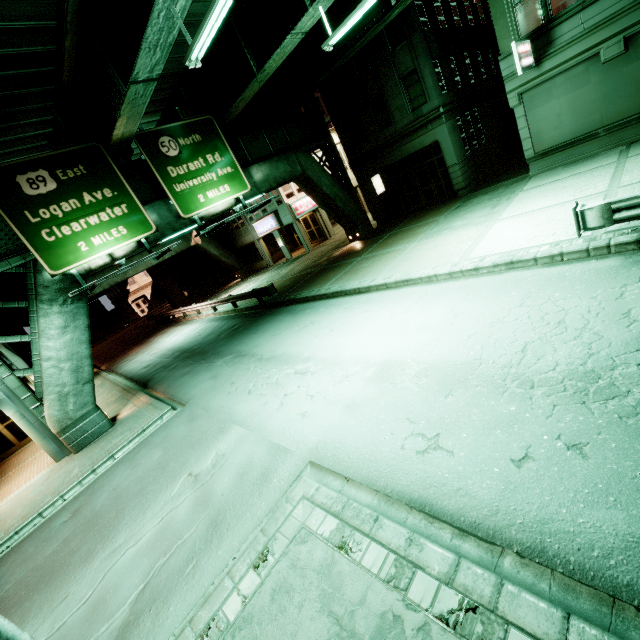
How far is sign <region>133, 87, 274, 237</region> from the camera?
13.7m

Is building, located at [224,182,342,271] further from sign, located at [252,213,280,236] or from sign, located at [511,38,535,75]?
sign, located at [511,38,535,75]

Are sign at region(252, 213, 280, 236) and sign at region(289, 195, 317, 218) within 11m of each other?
yes

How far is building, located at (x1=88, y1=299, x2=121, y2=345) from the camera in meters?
53.2 m

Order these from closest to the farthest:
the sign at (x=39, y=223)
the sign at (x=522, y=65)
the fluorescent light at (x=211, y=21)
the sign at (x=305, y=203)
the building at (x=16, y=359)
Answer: the fluorescent light at (x=211, y=21) < the sign at (x=39, y=223) < the sign at (x=522, y=65) < the building at (x=16, y=359) < the sign at (x=305, y=203)

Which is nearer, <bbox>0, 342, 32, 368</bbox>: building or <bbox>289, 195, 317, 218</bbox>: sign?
<bbox>0, 342, 32, 368</bbox>: building

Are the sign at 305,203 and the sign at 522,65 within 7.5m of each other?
no

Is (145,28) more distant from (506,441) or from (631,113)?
(631,113)
